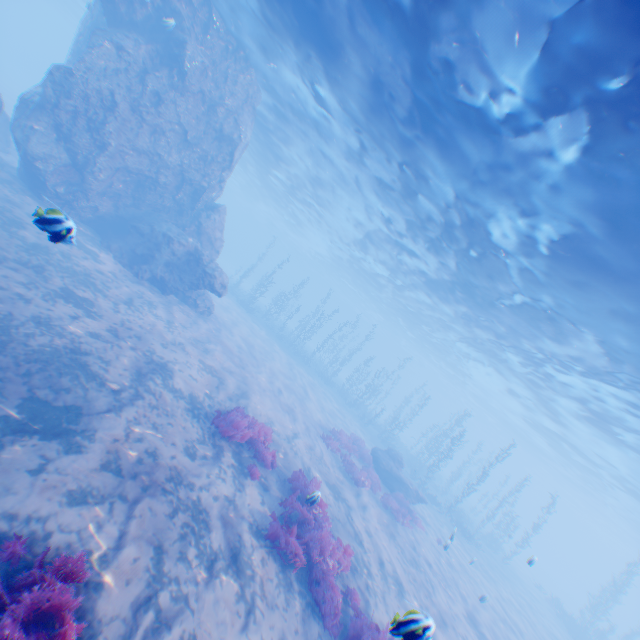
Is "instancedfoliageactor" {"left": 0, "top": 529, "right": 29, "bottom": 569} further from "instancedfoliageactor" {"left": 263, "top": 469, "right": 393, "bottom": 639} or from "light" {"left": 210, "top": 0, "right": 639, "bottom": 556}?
"light" {"left": 210, "top": 0, "right": 639, "bottom": 556}

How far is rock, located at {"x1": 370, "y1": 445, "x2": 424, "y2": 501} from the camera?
19.9 meters

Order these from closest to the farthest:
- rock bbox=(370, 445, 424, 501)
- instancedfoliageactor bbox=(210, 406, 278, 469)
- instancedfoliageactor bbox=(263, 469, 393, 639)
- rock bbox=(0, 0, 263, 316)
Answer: instancedfoliageactor bbox=(263, 469, 393, 639), instancedfoliageactor bbox=(210, 406, 278, 469), rock bbox=(0, 0, 263, 316), rock bbox=(370, 445, 424, 501)

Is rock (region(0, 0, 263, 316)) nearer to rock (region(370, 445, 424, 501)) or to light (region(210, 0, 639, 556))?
light (region(210, 0, 639, 556))

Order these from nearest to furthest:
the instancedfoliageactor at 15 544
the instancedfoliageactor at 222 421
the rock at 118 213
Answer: the instancedfoliageactor at 15 544 < the instancedfoliageactor at 222 421 < the rock at 118 213

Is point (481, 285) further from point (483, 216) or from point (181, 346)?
point (181, 346)

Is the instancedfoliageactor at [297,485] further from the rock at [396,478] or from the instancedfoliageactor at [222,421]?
the rock at [396,478]

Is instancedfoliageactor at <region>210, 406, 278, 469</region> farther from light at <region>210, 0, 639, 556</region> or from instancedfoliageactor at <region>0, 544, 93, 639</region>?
light at <region>210, 0, 639, 556</region>
